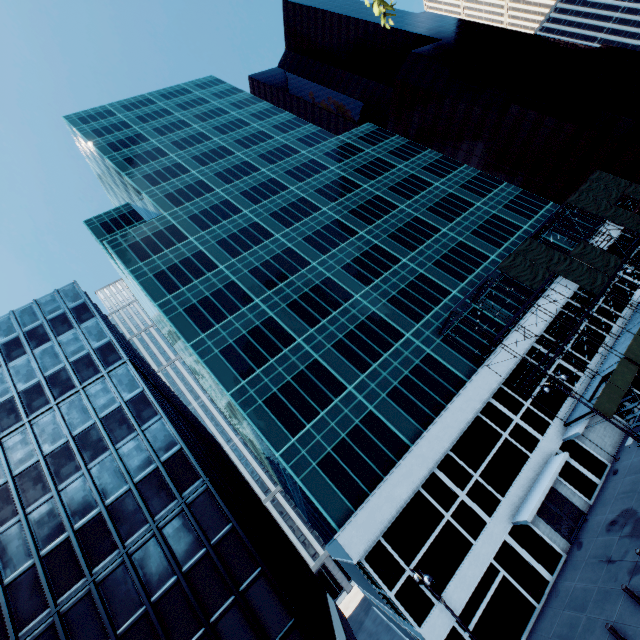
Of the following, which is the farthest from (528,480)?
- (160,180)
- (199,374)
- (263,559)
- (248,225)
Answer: (160,180)

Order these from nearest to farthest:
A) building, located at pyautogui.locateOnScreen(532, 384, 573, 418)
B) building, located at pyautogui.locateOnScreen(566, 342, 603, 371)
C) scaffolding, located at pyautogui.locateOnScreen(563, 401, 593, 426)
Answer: scaffolding, located at pyautogui.locateOnScreen(563, 401, 593, 426), building, located at pyautogui.locateOnScreen(532, 384, 573, 418), building, located at pyautogui.locateOnScreen(566, 342, 603, 371)

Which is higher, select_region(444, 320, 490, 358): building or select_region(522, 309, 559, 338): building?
select_region(444, 320, 490, 358): building

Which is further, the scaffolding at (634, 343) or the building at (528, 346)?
the building at (528, 346)

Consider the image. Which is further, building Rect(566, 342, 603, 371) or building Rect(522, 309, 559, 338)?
building Rect(522, 309, 559, 338)

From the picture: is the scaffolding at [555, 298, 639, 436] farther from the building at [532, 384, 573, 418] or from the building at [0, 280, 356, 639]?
the building at [0, 280, 356, 639]

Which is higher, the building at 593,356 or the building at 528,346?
the building at 528,346

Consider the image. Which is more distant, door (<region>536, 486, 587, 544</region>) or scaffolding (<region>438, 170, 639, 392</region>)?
scaffolding (<region>438, 170, 639, 392</region>)
